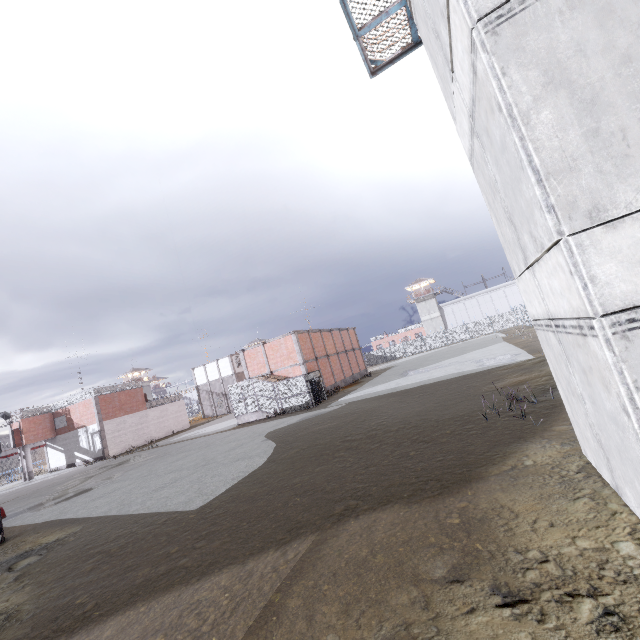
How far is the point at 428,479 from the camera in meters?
7.8

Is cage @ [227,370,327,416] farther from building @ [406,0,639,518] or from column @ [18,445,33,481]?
building @ [406,0,639,518]

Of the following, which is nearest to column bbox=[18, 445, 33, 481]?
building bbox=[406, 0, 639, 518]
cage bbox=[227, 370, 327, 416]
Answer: cage bbox=[227, 370, 327, 416]

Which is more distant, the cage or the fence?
the fence

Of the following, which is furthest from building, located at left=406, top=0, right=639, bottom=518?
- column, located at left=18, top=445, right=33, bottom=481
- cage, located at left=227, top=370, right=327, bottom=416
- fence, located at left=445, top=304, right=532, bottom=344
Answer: column, located at left=18, top=445, right=33, bottom=481

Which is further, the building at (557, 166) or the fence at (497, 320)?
the fence at (497, 320)

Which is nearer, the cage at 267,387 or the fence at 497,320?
the cage at 267,387

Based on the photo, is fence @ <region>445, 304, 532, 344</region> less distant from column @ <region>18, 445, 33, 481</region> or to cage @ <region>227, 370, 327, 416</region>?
column @ <region>18, 445, 33, 481</region>
